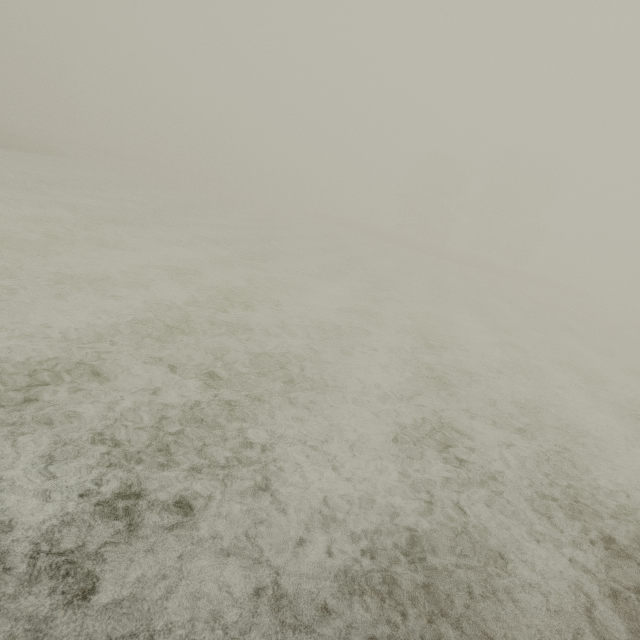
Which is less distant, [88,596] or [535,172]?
[88,596]
